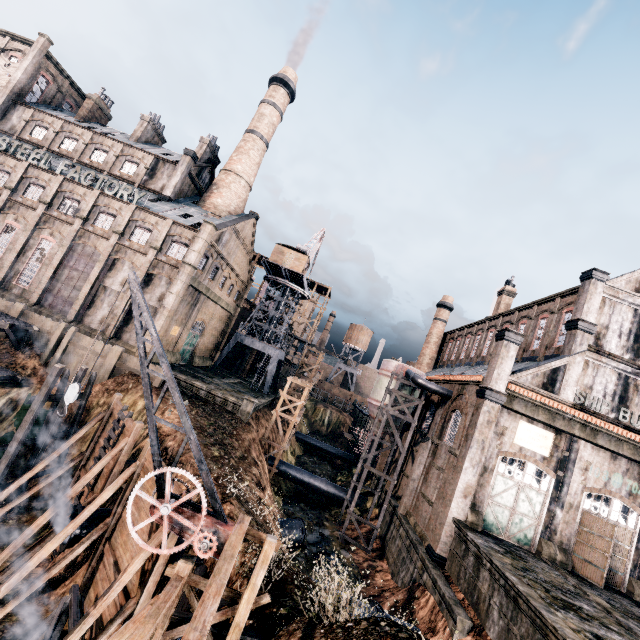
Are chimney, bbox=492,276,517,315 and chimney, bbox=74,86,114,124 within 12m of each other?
no

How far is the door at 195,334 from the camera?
41.1m

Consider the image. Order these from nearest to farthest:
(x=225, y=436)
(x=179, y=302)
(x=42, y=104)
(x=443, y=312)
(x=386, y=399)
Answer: (x=225, y=436) → (x=386, y=399) → (x=179, y=302) → (x=42, y=104) → (x=443, y=312)

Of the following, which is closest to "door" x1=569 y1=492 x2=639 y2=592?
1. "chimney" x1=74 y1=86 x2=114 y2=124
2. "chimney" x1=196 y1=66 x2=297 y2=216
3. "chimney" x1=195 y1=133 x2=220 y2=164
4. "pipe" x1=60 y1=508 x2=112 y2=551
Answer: "pipe" x1=60 y1=508 x2=112 y2=551

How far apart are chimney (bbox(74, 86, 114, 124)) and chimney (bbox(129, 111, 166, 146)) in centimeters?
754cm

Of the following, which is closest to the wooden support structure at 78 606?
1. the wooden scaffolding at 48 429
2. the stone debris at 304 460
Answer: the wooden scaffolding at 48 429

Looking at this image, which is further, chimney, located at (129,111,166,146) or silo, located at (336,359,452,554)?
chimney, located at (129,111,166,146)

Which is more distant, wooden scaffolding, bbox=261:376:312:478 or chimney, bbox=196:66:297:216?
chimney, bbox=196:66:297:216
